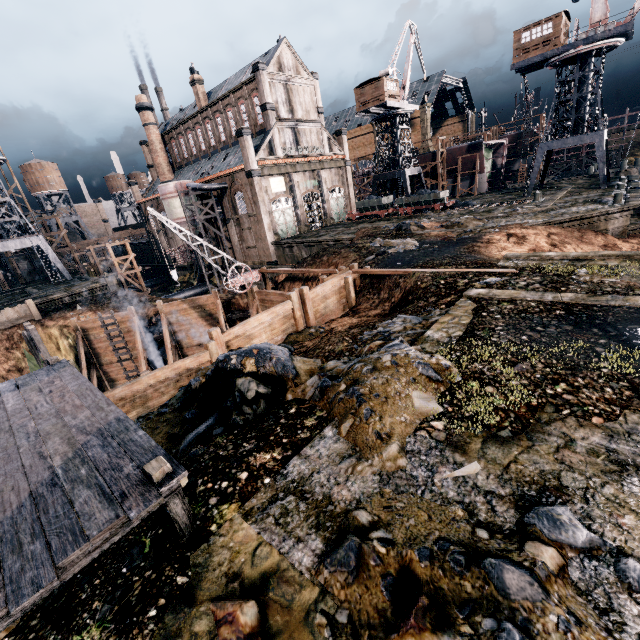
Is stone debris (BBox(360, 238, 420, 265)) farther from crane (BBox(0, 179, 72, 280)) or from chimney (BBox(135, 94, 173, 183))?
chimney (BBox(135, 94, 173, 183))

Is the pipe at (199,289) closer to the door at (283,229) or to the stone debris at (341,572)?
the door at (283,229)

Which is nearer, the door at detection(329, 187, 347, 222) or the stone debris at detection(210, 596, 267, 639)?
the stone debris at detection(210, 596, 267, 639)

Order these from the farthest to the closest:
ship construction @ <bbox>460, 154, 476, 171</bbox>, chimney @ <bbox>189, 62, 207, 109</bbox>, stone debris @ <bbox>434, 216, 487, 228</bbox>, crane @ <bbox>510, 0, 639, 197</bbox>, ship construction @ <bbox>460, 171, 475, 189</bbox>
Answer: ship construction @ <bbox>460, 171, 475, 189</bbox> < ship construction @ <bbox>460, 154, 476, 171</bbox> < chimney @ <bbox>189, 62, 207, 109</bbox> < crane @ <bbox>510, 0, 639, 197</bbox> < stone debris @ <bbox>434, 216, 487, 228</bbox>

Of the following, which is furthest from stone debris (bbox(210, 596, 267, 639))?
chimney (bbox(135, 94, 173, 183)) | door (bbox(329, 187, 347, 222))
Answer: chimney (bbox(135, 94, 173, 183))

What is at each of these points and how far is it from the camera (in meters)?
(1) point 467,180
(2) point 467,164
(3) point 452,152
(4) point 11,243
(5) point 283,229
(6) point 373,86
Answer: (1) ship construction, 55.47
(2) ship construction, 53.62
(3) ship construction, 53.88
(4) crane, 42.50
(5) door, 44.28
(6) building, 45.22

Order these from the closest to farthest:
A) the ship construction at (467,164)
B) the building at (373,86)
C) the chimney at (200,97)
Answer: the building at (373,86), the chimney at (200,97), the ship construction at (467,164)

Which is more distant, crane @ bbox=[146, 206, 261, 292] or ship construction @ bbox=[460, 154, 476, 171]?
ship construction @ bbox=[460, 154, 476, 171]
